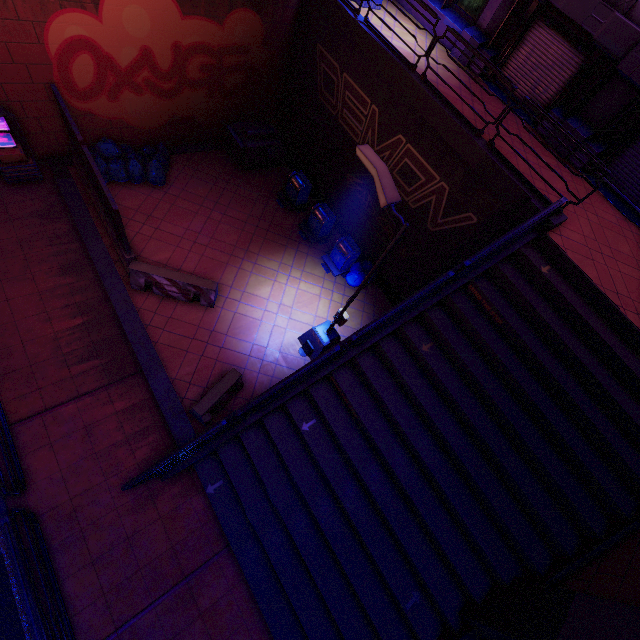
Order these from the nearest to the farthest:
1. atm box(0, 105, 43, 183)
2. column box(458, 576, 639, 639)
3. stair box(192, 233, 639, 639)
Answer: column box(458, 576, 639, 639), stair box(192, 233, 639, 639), atm box(0, 105, 43, 183)

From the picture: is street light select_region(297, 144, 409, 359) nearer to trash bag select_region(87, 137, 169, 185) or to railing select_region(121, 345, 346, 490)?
railing select_region(121, 345, 346, 490)

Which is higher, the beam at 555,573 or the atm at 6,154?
the beam at 555,573

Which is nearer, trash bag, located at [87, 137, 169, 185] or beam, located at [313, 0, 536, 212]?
beam, located at [313, 0, 536, 212]

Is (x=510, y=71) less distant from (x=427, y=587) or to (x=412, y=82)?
(x=412, y=82)

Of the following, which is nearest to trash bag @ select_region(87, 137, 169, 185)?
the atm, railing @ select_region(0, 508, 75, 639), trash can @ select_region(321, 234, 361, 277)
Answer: the atm

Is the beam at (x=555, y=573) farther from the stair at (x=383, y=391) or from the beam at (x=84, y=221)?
the beam at (x=84, y=221)

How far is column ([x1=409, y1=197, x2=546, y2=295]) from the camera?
8.00m
